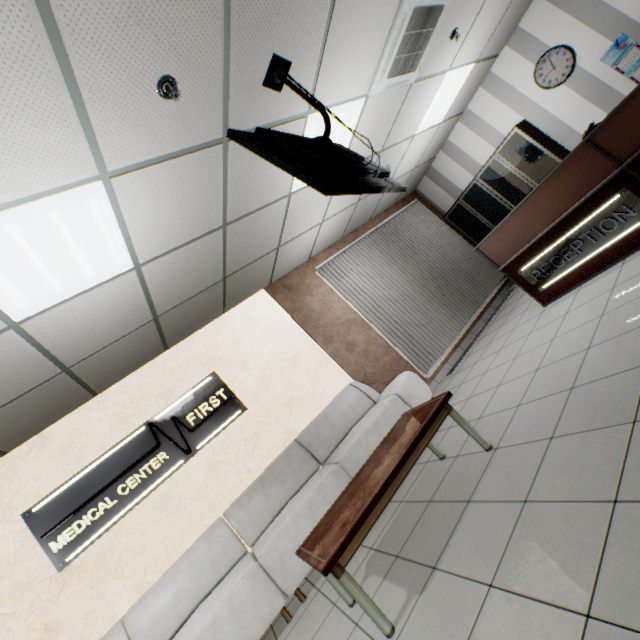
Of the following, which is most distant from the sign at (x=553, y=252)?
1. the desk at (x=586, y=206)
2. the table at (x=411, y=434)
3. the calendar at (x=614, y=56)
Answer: the calendar at (x=614, y=56)

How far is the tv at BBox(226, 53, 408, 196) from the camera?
2.0m

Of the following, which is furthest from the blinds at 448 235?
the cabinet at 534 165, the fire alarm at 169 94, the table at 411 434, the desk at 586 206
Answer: the fire alarm at 169 94

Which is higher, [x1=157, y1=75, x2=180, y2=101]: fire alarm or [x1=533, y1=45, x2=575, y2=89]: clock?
[x1=157, y1=75, x2=180, y2=101]: fire alarm

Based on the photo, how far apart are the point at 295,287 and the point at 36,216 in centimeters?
403cm

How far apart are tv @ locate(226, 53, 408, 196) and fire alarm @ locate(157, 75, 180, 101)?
0.5m

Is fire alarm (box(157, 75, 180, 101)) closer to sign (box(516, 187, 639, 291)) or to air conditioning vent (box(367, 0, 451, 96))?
air conditioning vent (box(367, 0, 451, 96))

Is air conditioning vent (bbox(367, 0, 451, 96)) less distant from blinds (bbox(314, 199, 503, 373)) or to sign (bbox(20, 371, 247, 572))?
blinds (bbox(314, 199, 503, 373))
